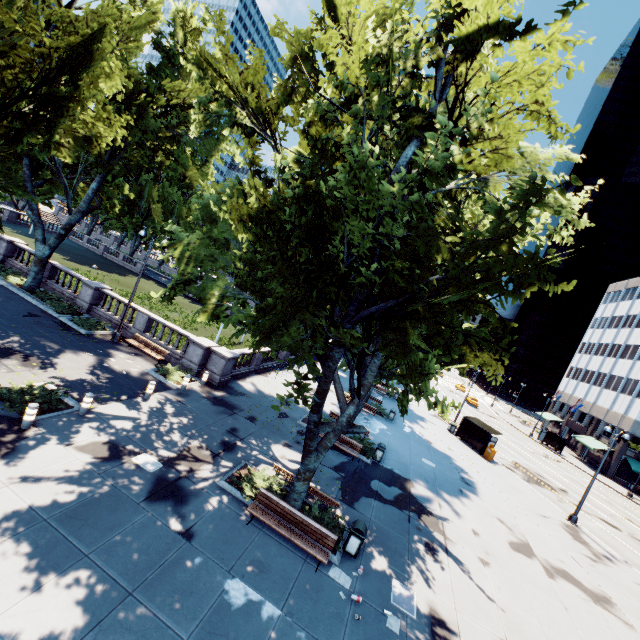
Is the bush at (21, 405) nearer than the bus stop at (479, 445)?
Yes

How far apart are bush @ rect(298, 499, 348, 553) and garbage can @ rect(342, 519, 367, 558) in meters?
0.0 m

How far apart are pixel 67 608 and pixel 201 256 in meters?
8.7

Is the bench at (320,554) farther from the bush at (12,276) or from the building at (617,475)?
the building at (617,475)

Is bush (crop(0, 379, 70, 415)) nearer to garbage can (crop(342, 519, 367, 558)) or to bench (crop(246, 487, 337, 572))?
bench (crop(246, 487, 337, 572))

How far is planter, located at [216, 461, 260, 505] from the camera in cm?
1139

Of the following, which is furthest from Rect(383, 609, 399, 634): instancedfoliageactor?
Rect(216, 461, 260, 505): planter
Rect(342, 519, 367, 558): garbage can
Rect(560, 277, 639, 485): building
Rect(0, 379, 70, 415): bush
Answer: Rect(560, 277, 639, 485): building

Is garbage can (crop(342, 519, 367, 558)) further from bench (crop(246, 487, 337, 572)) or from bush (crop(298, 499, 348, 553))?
bench (crop(246, 487, 337, 572))
